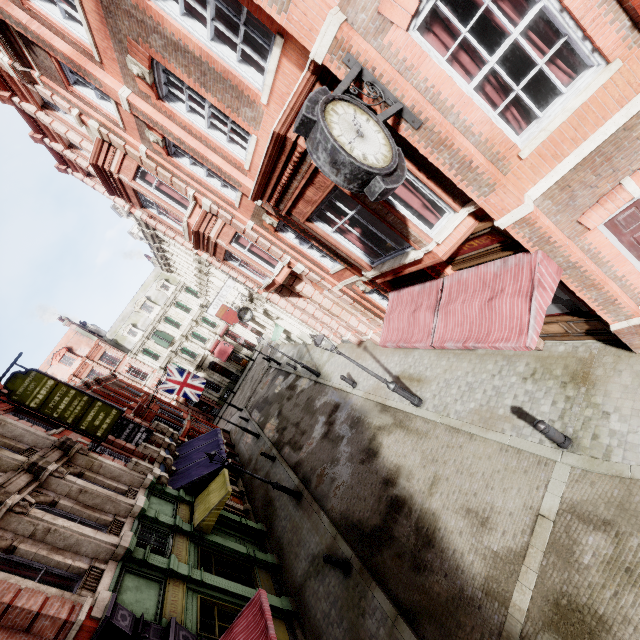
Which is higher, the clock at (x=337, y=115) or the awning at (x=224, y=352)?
the clock at (x=337, y=115)

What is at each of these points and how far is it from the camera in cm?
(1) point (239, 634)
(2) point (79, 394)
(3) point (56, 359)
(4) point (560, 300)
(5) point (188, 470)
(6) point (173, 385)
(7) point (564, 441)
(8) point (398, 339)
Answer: (1) awning, 727
(2) sign, 1395
(3) roof window, 4006
(4) sign, 724
(5) awning, 1681
(6) flag, 2377
(7) post, 685
(8) awning, 933

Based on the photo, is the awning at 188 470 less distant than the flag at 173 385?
Yes

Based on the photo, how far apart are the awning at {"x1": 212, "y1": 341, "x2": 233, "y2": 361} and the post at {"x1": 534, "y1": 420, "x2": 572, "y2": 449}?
41.1 meters

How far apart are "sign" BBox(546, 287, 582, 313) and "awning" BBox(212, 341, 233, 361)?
40.49m

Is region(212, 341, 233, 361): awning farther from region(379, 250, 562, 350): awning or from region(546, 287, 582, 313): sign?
region(546, 287, 582, 313): sign

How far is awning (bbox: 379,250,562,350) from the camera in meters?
5.7

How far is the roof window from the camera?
40.0 meters
